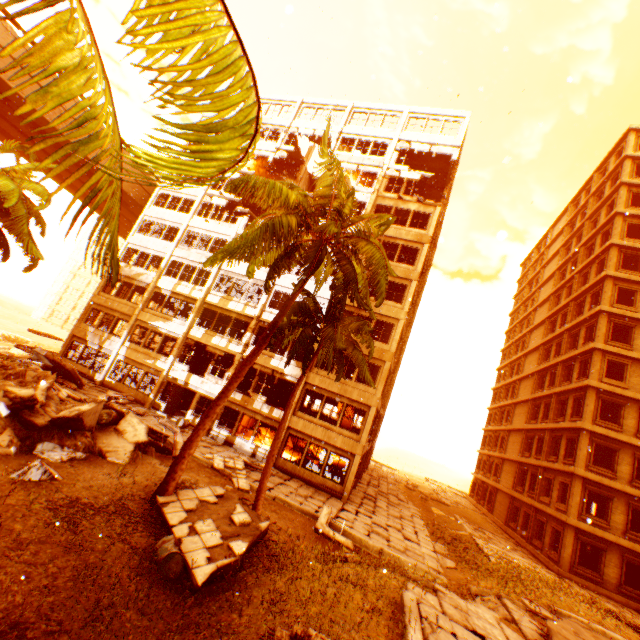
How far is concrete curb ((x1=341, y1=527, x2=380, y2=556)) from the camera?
13.1m

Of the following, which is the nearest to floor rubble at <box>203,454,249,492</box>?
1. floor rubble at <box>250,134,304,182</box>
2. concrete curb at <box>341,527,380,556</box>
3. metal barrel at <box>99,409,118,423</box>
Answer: concrete curb at <box>341,527,380,556</box>

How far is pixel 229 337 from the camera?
23.7m

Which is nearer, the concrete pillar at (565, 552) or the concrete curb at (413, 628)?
the concrete curb at (413, 628)

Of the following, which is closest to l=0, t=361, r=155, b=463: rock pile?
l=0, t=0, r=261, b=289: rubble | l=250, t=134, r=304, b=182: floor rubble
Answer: l=0, t=0, r=261, b=289: rubble

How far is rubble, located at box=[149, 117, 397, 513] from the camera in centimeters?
934cm

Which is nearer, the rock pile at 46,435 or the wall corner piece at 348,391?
the rock pile at 46,435

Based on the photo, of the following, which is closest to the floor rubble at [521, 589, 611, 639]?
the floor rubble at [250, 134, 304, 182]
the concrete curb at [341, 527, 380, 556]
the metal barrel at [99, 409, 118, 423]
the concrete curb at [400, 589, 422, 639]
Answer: the concrete curb at [341, 527, 380, 556]
